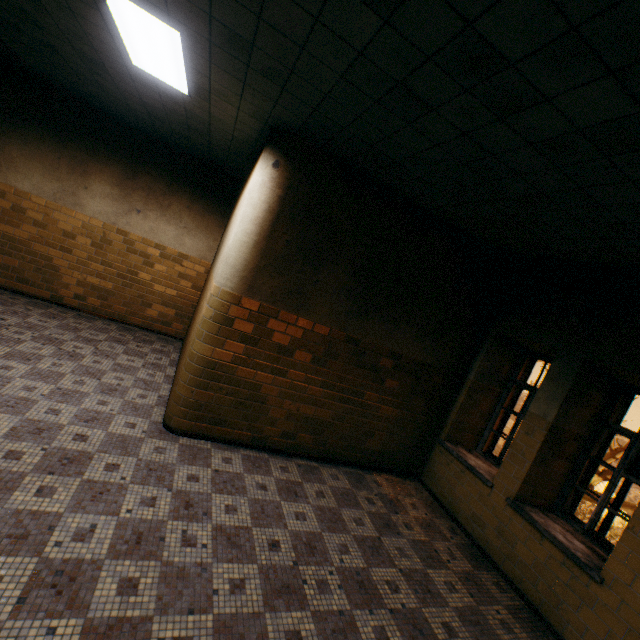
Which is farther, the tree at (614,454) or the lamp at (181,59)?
the tree at (614,454)

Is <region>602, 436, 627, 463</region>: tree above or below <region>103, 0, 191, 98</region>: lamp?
below

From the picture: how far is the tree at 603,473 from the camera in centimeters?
1314cm

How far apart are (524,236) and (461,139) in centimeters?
201cm

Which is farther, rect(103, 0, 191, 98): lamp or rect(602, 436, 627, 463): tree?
rect(602, 436, 627, 463): tree

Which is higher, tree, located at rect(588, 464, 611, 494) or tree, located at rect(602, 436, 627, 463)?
tree, located at rect(602, 436, 627, 463)

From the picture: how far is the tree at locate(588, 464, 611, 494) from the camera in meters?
13.1 m
